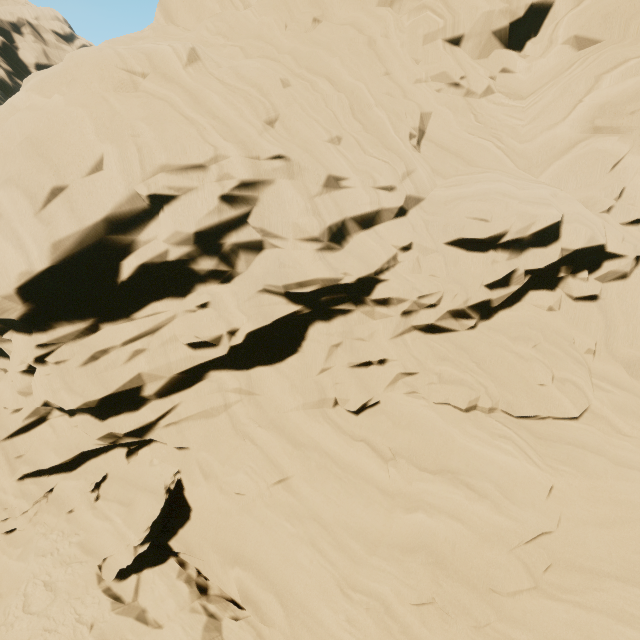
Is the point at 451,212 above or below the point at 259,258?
above
